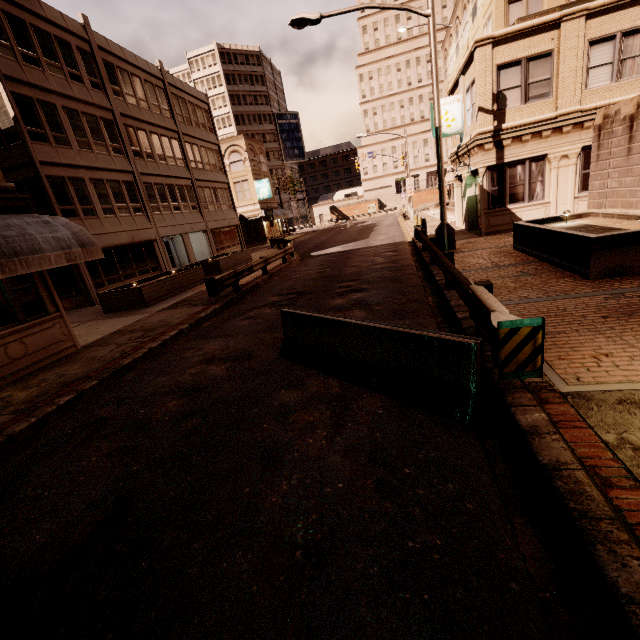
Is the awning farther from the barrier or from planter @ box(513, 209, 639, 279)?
planter @ box(513, 209, 639, 279)

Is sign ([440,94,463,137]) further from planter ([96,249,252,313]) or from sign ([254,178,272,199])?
sign ([254,178,272,199])

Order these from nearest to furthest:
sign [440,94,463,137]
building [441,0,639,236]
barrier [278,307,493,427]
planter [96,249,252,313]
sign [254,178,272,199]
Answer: barrier [278,307,493,427], building [441,0,639,236], planter [96,249,252,313], sign [440,94,463,137], sign [254,178,272,199]

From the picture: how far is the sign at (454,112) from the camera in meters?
17.0 m

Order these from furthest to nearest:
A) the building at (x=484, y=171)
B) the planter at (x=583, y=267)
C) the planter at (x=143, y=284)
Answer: the planter at (x=143, y=284) < the building at (x=484, y=171) < the planter at (x=583, y=267)

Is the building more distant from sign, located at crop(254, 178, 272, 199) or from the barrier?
sign, located at crop(254, 178, 272, 199)

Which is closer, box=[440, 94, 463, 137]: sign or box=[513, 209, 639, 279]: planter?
box=[513, 209, 639, 279]: planter

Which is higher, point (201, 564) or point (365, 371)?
point (365, 371)
